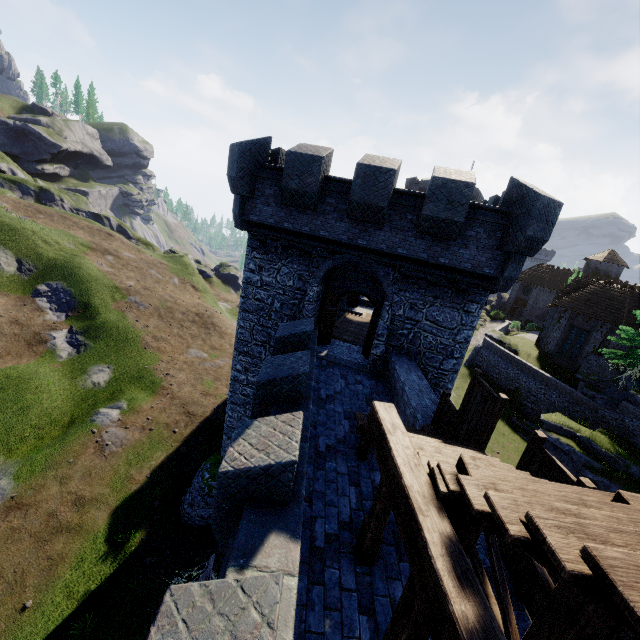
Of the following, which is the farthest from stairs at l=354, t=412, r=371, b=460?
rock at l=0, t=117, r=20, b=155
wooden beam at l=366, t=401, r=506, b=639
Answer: rock at l=0, t=117, r=20, b=155

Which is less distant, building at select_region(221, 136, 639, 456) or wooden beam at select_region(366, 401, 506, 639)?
wooden beam at select_region(366, 401, 506, 639)

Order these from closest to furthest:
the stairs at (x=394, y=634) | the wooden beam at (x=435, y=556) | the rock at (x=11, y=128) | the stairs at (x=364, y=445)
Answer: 1. the wooden beam at (x=435, y=556)
2. the stairs at (x=394, y=634)
3. the stairs at (x=364, y=445)
4. the rock at (x=11, y=128)

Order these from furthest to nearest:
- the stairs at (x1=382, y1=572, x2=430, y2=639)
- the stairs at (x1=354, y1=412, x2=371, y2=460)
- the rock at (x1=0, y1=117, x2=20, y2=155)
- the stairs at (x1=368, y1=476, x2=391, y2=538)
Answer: the rock at (x1=0, y1=117, x2=20, y2=155), the stairs at (x1=354, y1=412, x2=371, y2=460), the stairs at (x1=368, y1=476, x2=391, y2=538), the stairs at (x1=382, y1=572, x2=430, y2=639)

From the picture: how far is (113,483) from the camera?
17.8m

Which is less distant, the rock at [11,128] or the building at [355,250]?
the building at [355,250]

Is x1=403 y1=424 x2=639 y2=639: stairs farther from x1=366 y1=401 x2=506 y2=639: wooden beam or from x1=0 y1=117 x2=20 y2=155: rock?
x1=0 y1=117 x2=20 y2=155: rock

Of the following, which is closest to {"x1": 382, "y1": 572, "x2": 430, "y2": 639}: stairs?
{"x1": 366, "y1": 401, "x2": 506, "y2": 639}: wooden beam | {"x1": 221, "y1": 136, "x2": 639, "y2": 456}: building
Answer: {"x1": 366, "y1": 401, "x2": 506, "y2": 639}: wooden beam
